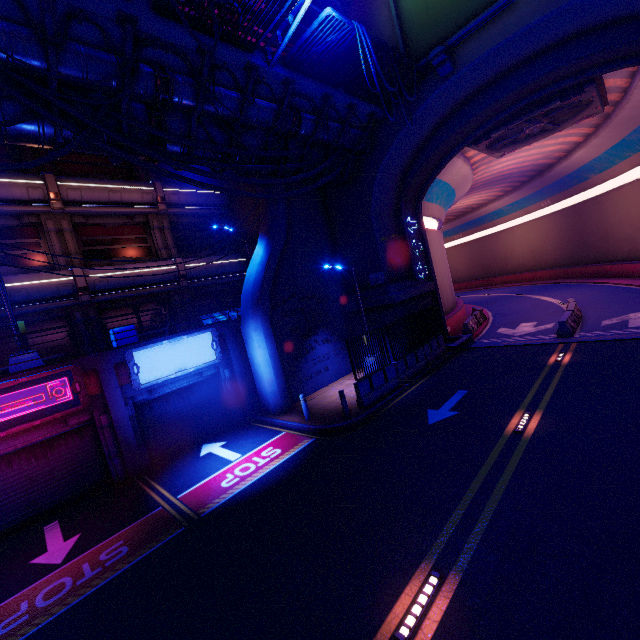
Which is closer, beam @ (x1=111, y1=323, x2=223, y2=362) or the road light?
the road light

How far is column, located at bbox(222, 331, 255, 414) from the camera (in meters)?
15.36

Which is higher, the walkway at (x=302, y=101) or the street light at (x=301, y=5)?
the street light at (x=301, y=5)

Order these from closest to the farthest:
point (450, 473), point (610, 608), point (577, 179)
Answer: point (610, 608) < point (450, 473) < point (577, 179)

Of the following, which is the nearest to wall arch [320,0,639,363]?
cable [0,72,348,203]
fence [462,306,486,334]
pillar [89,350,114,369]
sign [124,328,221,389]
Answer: cable [0,72,348,203]

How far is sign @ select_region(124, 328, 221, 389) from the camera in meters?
12.3 m

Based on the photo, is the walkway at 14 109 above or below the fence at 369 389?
above

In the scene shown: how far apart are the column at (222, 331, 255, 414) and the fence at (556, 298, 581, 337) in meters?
15.5 m
